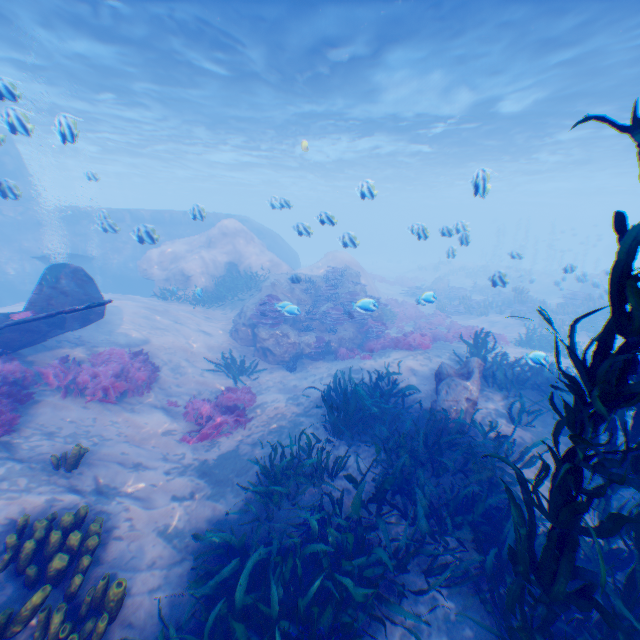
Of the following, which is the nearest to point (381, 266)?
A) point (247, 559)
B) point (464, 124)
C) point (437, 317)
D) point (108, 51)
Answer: point (464, 124)

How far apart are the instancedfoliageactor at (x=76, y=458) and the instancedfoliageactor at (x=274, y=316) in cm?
775

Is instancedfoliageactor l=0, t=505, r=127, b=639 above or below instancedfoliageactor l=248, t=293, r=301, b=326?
below

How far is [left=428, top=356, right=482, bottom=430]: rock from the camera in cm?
794

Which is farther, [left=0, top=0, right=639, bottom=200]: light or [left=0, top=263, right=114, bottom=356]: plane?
[left=0, top=0, right=639, bottom=200]: light

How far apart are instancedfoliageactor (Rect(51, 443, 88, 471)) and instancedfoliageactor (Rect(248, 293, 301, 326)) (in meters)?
7.75

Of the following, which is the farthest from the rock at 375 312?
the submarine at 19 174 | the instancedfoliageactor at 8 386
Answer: the instancedfoliageactor at 8 386

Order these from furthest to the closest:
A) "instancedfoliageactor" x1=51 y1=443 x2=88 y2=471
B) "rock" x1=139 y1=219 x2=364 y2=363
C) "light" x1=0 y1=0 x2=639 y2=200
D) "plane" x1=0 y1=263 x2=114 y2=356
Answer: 1. "rock" x1=139 y1=219 x2=364 y2=363
2. "light" x1=0 y1=0 x2=639 y2=200
3. "plane" x1=0 y1=263 x2=114 y2=356
4. "instancedfoliageactor" x1=51 y1=443 x2=88 y2=471
